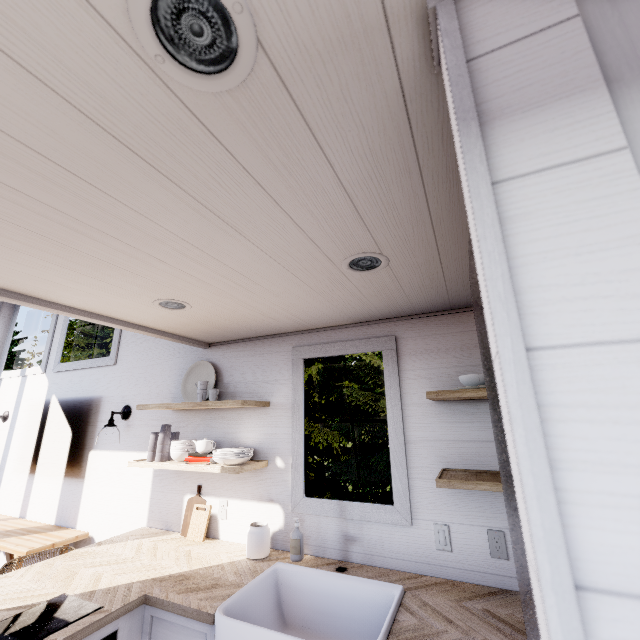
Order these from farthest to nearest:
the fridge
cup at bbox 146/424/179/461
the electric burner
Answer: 1. cup at bbox 146/424/179/461
2. the electric burner
3. the fridge

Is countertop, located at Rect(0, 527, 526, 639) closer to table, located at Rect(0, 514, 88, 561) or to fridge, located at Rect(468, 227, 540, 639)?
fridge, located at Rect(468, 227, 540, 639)

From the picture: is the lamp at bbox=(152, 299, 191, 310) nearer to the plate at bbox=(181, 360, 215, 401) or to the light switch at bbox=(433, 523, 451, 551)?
the plate at bbox=(181, 360, 215, 401)

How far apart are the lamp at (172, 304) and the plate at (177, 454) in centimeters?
110cm

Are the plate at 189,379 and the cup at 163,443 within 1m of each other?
yes

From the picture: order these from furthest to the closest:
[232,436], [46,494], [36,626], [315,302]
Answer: [46,494]
[232,436]
[315,302]
[36,626]

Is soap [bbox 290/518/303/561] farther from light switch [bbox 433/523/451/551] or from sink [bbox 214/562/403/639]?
light switch [bbox 433/523/451/551]

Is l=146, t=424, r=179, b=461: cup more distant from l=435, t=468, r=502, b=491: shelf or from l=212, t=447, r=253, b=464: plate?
l=435, t=468, r=502, b=491: shelf
